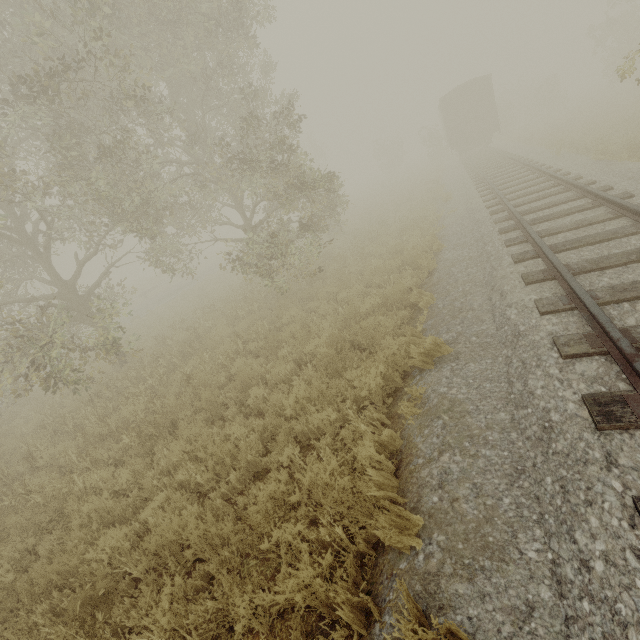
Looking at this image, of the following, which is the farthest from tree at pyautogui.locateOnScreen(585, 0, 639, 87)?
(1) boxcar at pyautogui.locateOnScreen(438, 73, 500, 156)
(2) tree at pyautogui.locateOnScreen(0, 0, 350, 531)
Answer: (2) tree at pyautogui.locateOnScreen(0, 0, 350, 531)

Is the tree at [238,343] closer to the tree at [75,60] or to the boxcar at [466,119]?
the boxcar at [466,119]

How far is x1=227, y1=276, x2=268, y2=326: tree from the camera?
10.84m

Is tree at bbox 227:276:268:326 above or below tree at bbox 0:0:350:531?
below

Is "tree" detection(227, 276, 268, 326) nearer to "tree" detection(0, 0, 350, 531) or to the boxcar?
the boxcar

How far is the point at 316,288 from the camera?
11.0 meters

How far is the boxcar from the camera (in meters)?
22.72
